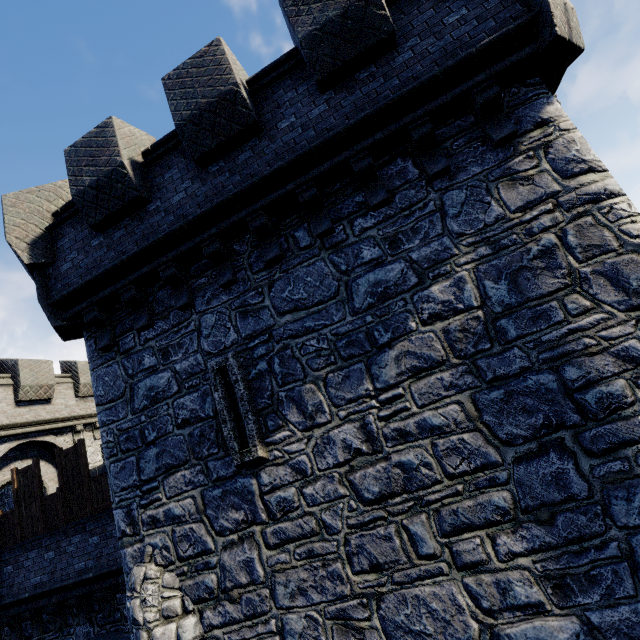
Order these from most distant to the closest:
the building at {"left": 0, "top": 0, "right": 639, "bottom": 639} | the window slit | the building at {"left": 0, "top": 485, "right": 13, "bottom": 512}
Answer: the building at {"left": 0, "top": 485, "right": 13, "bottom": 512}
the window slit
the building at {"left": 0, "top": 0, "right": 639, "bottom": 639}

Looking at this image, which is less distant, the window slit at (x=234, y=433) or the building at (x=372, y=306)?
the building at (x=372, y=306)

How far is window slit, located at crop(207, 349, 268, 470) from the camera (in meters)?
5.23

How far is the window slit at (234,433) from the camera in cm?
523

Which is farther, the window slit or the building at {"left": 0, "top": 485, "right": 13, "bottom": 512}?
the building at {"left": 0, "top": 485, "right": 13, "bottom": 512}

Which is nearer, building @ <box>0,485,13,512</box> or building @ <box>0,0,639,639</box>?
building @ <box>0,0,639,639</box>

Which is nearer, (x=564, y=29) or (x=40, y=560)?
(x=564, y=29)
